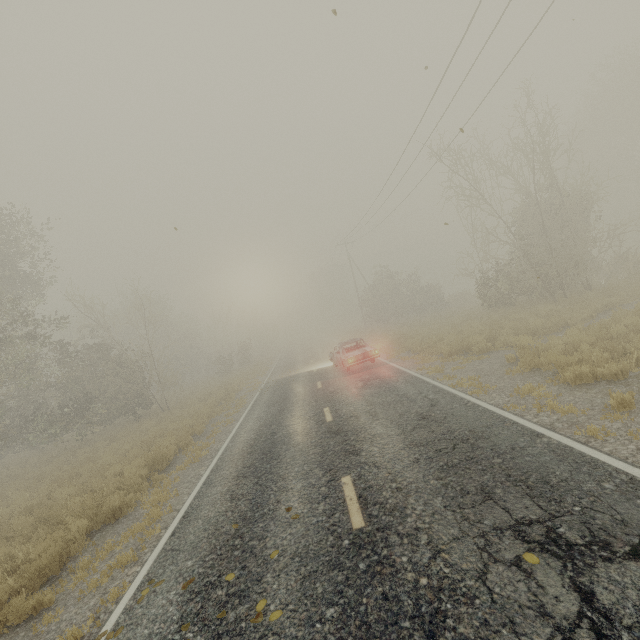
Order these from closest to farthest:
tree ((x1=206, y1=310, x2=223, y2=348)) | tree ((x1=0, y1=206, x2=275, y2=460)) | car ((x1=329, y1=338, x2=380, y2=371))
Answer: car ((x1=329, y1=338, x2=380, y2=371)) < tree ((x1=0, y1=206, x2=275, y2=460)) < tree ((x1=206, y1=310, x2=223, y2=348))

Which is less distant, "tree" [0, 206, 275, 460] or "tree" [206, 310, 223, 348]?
"tree" [0, 206, 275, 460]

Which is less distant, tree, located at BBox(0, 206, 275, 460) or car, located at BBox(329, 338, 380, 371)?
car, located at BBox(329, 338, 380, 371)

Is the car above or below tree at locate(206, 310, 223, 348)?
below

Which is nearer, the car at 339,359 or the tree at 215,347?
the car at 339,359

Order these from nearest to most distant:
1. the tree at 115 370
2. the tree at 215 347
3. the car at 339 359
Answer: the car at 339 359, the tree at 115 370, the tree at 215 347

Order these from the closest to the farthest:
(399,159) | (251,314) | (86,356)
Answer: (399,159) < (86,356) < (251,314)

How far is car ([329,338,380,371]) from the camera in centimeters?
1533cm
